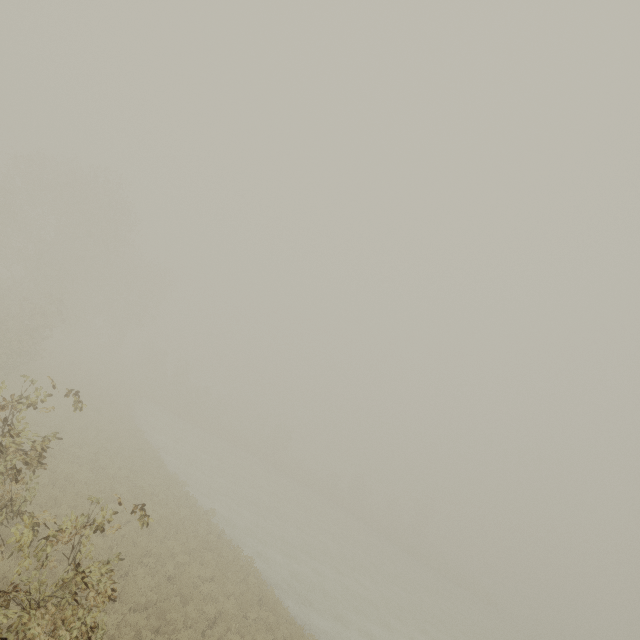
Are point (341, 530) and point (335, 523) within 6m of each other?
yes
